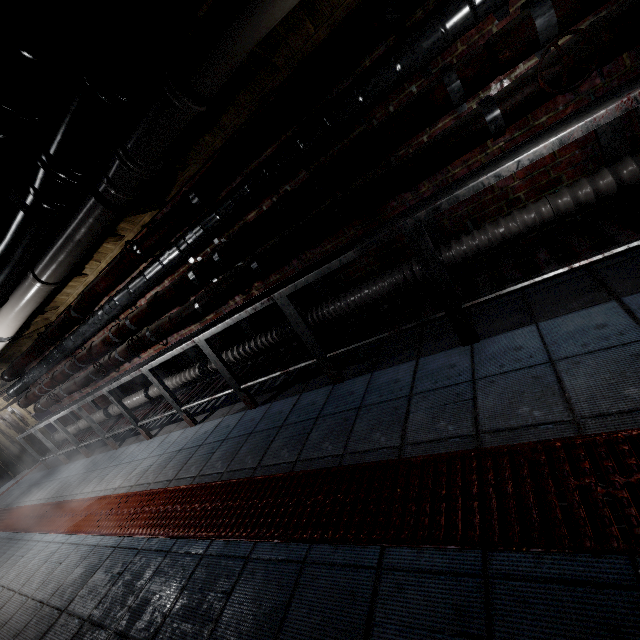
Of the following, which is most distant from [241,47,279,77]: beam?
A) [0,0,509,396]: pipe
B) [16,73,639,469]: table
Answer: [16,73,639,469]: table

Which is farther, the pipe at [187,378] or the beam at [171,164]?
the pipe at [187,378]

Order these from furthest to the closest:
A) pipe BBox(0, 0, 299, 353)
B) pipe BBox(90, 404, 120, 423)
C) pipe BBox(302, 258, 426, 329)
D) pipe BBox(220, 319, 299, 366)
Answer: pipe BBox(90, 404, 120, 423)
pipe BBox(220, 319, 299, 366)
pipe BBox(302, 258, 426, 329)
pipe BBox(0, 0, 299, 353)

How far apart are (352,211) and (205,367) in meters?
2.4

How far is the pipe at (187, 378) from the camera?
3.6m

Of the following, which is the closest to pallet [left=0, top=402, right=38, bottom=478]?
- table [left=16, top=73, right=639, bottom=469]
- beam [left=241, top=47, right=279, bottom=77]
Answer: table [left=16, top=73, right=639, bottom=469]

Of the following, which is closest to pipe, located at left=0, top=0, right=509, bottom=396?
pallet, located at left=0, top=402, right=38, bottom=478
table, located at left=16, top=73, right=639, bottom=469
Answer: table, located at left=16, top=73, right=639, bottom=469

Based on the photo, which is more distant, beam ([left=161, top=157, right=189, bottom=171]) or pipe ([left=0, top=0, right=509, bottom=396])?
beam ([left=161, top=157, right=189, bottom=171])
